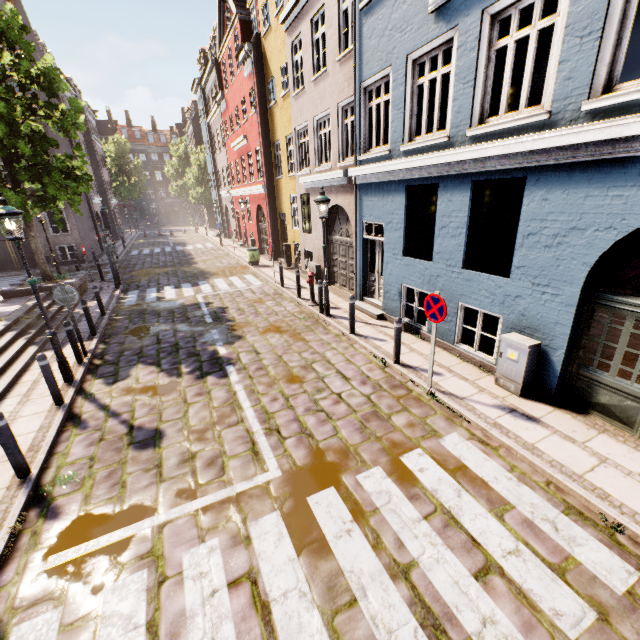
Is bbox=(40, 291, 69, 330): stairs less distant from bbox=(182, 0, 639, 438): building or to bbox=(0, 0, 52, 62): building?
bbox=(182, 0, 639, 438): building

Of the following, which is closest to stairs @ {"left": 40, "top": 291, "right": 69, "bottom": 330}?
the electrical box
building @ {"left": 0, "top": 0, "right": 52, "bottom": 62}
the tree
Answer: the tree

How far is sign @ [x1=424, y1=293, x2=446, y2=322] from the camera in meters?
5.6

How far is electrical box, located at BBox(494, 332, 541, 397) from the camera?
5.7m

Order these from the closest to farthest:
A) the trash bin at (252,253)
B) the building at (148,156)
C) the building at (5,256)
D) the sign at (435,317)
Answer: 1. the sign at (435,317)
2. the trash bin at (252,253)
3. the building at (5,256)
4. the building at (148,156)

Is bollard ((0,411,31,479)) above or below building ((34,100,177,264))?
below

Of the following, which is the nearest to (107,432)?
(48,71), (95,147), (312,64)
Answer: (312,64)

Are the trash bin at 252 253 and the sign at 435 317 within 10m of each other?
no
